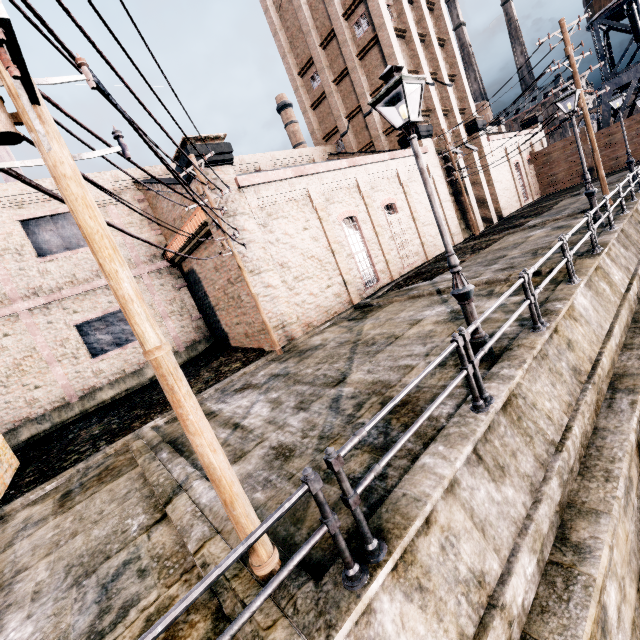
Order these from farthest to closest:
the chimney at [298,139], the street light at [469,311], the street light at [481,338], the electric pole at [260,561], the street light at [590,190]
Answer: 1. the chimney at [298,139]
2. the street light at [590,190]
3. the street light at [481,338]
4. the street light at [469,311]
5. the electric pole at [260,561]

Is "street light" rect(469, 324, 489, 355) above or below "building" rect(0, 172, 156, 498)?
below

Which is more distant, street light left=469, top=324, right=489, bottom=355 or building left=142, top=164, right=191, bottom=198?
building left=142, top=164, right=191, bottom=198

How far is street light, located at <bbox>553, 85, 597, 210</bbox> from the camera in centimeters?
1278cm

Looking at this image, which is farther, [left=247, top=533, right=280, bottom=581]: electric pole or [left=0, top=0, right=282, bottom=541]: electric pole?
[left=247, top=533, right=280, bottom=581]: electric pole

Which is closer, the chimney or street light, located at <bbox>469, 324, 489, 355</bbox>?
street light, located at <bbox>469, 324, 489, 355</bbox>

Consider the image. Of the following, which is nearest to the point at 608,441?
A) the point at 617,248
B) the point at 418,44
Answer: the point at 617,248

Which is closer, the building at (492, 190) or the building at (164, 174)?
the building at (164, 174)
